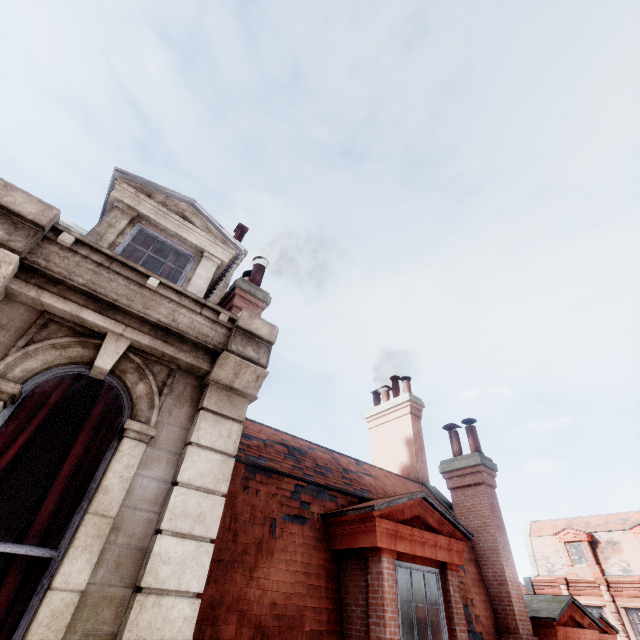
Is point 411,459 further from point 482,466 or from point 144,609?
point 144,609

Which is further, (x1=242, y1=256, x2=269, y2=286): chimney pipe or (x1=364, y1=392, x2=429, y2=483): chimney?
(x1=364, y1=392, x2=429, y2=483): chimney

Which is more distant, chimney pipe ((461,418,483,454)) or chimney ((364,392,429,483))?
chimney ((364,392,429,483))

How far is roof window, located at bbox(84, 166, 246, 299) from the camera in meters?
5.4 m

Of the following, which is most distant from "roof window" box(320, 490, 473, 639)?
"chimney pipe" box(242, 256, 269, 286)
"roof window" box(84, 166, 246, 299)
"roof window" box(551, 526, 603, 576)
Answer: "roof window" box(551, 526, 603, 576)

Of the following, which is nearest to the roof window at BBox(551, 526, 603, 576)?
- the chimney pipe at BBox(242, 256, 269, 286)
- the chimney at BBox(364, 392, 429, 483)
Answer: the chimney at BBox(364, 392, 429, 483)

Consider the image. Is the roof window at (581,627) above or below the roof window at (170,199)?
below

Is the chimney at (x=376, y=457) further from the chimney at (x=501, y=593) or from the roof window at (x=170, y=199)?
the roof window at (x=170, y=199)
